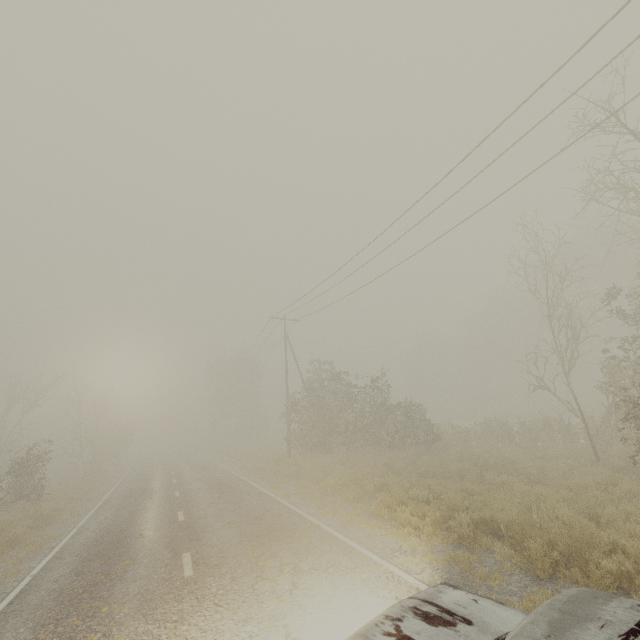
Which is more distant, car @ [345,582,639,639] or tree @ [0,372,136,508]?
tree @ [0,372,136,508]

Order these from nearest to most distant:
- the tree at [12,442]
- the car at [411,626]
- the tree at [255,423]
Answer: the car at [411,626], the tree at [12,442], the tree at [255,423]

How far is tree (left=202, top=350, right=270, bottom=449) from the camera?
48.2 meters

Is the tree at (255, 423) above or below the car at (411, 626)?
above

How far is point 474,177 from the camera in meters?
11.4 m

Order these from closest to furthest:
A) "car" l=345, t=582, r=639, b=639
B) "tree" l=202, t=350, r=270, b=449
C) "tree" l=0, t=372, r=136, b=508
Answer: "car" l=345, t=582, r=639, b=639 < "tree" l=0, t=372, r=136, b=508 < "tree" l=202, t=350, r=270, b=449

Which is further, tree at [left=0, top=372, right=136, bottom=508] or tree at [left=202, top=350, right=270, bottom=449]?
tree at [left=202, top=350, right=270, bottom=449]
